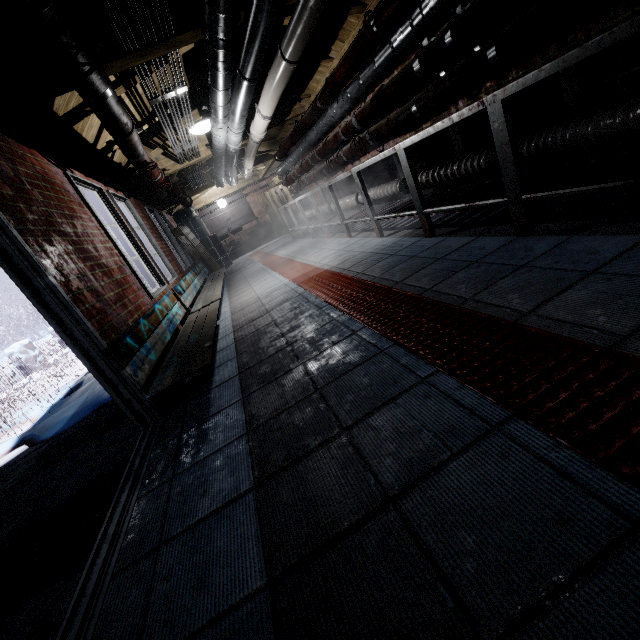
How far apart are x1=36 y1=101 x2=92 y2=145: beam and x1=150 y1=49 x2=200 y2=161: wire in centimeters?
19cm

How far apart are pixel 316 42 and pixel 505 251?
3.4m

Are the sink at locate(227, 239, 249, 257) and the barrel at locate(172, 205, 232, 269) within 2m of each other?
yes

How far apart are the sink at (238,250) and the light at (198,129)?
7.2m

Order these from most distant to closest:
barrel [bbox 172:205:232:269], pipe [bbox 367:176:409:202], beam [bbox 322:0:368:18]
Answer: barrel [bbox 172:205:232:269], pipe [bbox 367:176:409:202], beam [bbox 322:0:368:18]

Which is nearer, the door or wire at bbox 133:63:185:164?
the door

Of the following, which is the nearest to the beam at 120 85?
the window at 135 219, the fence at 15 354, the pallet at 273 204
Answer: the window at 135 219

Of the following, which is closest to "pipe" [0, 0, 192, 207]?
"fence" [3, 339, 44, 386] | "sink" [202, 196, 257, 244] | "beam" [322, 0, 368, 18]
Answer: "beam" [322, 0, 368, 18]
